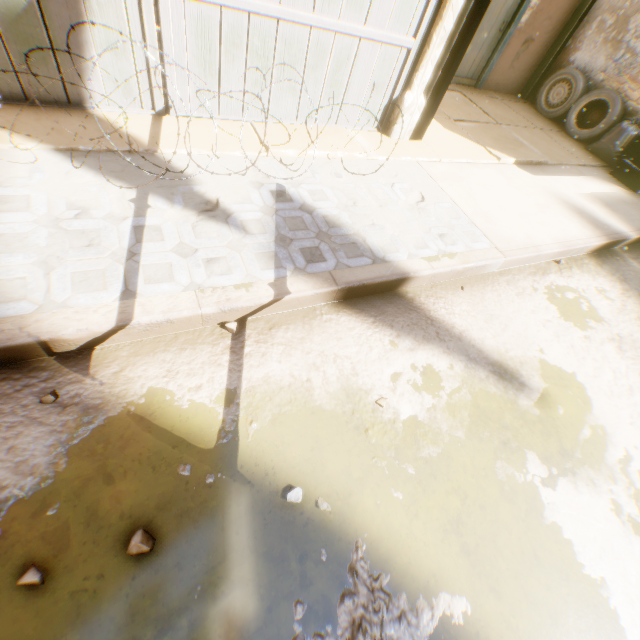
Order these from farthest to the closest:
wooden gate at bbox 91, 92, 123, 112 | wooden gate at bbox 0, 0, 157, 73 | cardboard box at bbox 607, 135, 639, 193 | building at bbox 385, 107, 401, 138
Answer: cardboard box at bbox 607, 135, 639, 193, building at bbox 385, 107, 401, 138, wooden gate at bbox 91, 92, 123, 112, wooden gate at bbox 0, 0, 157, 73

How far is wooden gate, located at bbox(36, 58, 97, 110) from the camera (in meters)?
2.92

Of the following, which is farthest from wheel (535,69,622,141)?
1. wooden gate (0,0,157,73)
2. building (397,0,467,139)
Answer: wooden gate (0,0,157,73)

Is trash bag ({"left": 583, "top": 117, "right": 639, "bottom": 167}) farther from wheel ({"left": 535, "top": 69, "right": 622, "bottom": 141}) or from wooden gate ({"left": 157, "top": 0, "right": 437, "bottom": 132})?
wooden gate ({"left": 157, "top": 0, "right": 437, "bottom": 132})

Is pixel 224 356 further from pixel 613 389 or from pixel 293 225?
pixel 613 389

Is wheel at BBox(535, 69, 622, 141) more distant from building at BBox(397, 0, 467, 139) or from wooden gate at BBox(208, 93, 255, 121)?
wooden gate at BBox(208, 93, 255, 121)

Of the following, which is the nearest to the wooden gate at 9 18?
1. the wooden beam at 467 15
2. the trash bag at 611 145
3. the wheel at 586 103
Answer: the wooden beam at 467 15
